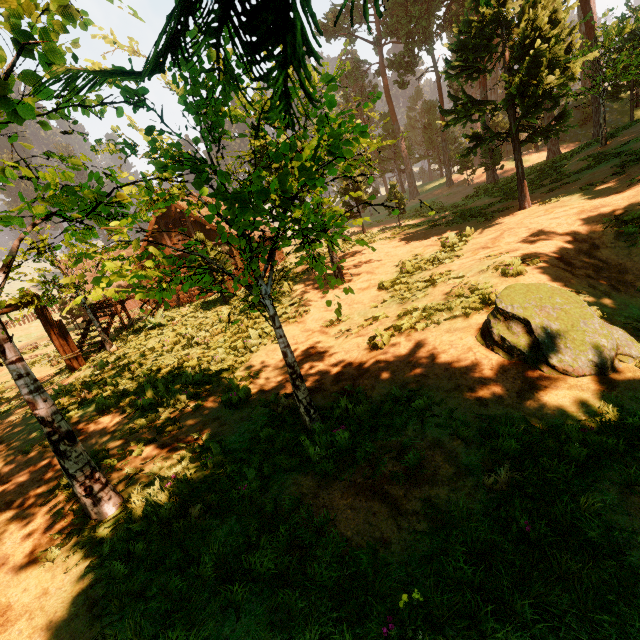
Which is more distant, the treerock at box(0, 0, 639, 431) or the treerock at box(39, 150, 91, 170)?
the treerock at box(39, 150, 91, 170)

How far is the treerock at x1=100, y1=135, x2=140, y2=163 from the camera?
3.6 meters

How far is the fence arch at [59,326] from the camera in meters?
12.7 m

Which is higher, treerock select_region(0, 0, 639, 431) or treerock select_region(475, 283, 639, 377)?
treerock select_region(0, 0, 639, 431)

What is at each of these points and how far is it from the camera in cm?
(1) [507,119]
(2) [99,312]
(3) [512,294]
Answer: (1) treerock, 3775
(2) building, 1595
(3) treerock, 532

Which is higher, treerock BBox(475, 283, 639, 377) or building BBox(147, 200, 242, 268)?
building BBox(147, 200, 242, 268)

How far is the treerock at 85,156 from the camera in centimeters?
312cm

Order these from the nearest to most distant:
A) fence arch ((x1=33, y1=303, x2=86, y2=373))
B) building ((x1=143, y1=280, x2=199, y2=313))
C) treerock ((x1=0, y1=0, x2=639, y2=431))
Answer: treerock ((x1=0, y1=0, x2=639, y2=431)), fence arch ((x1=33, y1=303, x2=86, y2=373)), building ((x1=143, y1=280, x2=199, y2=313))
